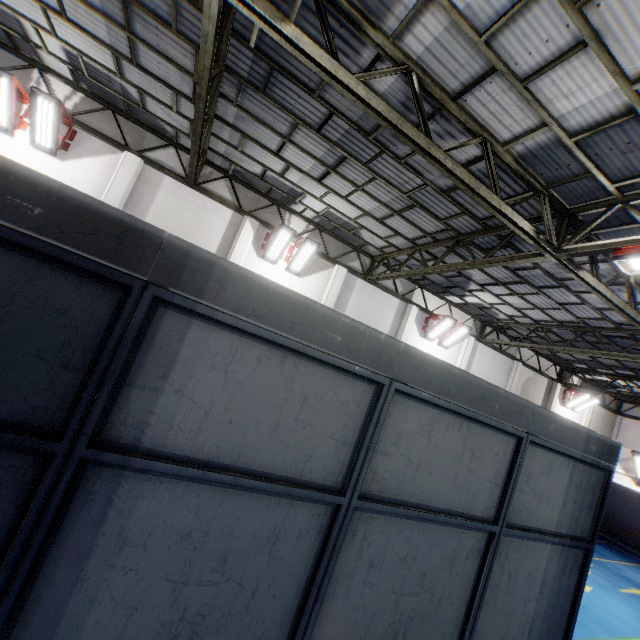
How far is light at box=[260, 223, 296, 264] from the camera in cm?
1115

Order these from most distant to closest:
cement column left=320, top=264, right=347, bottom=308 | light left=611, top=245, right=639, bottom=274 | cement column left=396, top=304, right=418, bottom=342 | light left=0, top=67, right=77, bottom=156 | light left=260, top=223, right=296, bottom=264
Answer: cement column left=396, top=304, right=418, bottom=342 < cement column left=320, top=264, right=347, bottom=308 < light left=260, top=223, right=296, bottom=264 < light left=0, top=67, right=77, bottom=156 < light left=611, top=245, right=639, bottom=274

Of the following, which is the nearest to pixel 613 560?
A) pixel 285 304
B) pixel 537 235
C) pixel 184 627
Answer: pixel 537 235

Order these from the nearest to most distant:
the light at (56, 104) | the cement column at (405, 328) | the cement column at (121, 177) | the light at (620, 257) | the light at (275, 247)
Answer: the light at (620, 257)
the light at (56, 104)
the cement column at (121, 177)
the light at (275, 247)
the cement column at (405, 328)

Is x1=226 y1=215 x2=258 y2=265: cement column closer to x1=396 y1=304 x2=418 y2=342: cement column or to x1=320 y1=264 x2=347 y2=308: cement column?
x1=320 y1=264 x2=347 y2=308: cement column

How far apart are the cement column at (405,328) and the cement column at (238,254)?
7.48m

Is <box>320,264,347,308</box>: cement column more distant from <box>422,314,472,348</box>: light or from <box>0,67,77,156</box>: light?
<box>0,67,77,156</box>: light

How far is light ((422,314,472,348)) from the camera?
14.54m
